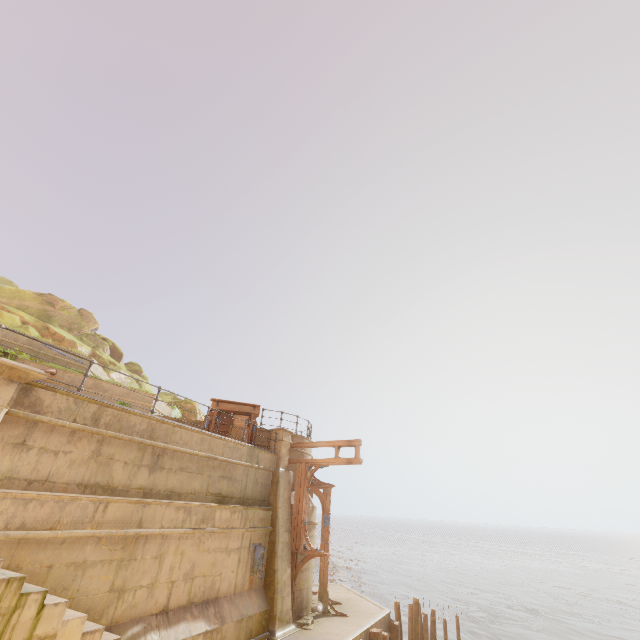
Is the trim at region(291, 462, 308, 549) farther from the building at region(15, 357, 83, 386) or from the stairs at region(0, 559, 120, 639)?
the stairs at region(0, 559, 120, 639)

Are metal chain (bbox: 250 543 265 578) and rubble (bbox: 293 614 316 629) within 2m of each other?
no

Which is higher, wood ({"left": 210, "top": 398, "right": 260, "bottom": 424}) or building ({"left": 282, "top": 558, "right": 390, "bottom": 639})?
wood ({"left": 210, "top": 398, "right": 260, "bottom": 424})

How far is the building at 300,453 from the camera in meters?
15.5 m

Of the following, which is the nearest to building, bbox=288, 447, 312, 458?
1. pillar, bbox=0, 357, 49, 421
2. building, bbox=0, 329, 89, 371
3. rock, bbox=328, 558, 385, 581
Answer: building, bbox=0, 329, 89, 371

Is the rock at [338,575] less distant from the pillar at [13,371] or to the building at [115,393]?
the building at [115,393]

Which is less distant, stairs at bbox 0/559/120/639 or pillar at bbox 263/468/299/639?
stairs at bbox 0/559/120/639

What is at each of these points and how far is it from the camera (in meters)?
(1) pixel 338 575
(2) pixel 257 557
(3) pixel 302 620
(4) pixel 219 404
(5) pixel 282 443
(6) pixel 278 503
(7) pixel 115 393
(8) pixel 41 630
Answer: (1) rock, 34.12
(2) metal chain, 11.55
(3) rubble, 12.41
(4) wood, 14.78
(5) column, 14.60
(6) pillar, 13.15
(7) building, 15.02
(8) stairs, 4.34
